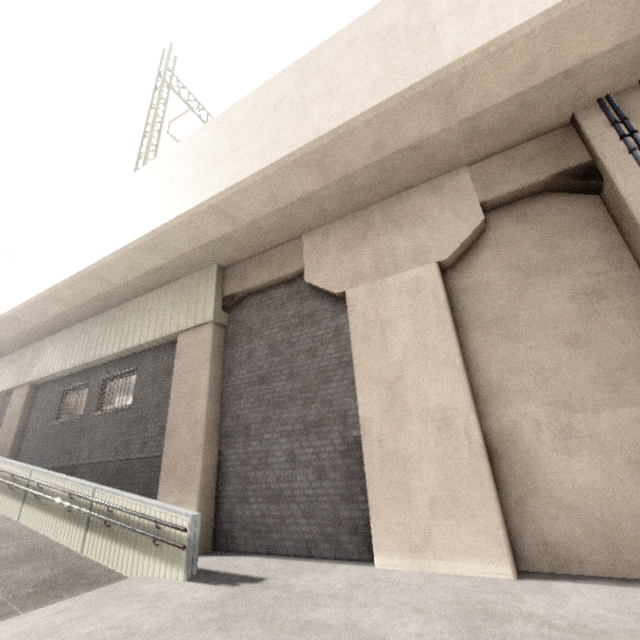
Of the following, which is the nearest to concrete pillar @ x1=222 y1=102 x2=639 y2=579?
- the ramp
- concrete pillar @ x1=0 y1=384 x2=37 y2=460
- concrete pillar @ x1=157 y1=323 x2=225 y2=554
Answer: concrete pillar @ x1=157 y1=323 x2=225 y2=554

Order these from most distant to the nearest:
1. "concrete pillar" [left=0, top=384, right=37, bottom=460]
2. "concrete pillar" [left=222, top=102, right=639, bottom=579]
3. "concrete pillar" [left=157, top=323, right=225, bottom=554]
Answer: "concrete pillar" [left=0, top=384, right=37, bottom=460], "concrete pillar" [left=157, top=323, right=225, bottom=554], "concrete pillar" [left=222, top=102, right=639, bottom=579]

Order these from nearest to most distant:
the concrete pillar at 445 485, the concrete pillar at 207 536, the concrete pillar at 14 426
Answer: the concrete pillar at 445 485 → the concrete pillar at 207 536 → the concrete pillar at 14 426

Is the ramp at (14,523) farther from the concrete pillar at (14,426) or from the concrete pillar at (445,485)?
the concrete pillar at (445,485)

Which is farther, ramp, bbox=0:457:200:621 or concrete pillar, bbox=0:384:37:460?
concrete pillar, bbox=0:384:37:460

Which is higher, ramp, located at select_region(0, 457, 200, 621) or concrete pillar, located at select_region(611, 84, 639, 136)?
concrete pillar, located at select_region(611, 84, 639, 136)

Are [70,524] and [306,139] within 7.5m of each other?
no

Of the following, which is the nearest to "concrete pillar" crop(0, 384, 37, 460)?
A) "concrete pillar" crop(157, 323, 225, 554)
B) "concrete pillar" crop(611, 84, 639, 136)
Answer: "concrete pillar" crop(157, 323, 225, 554)
